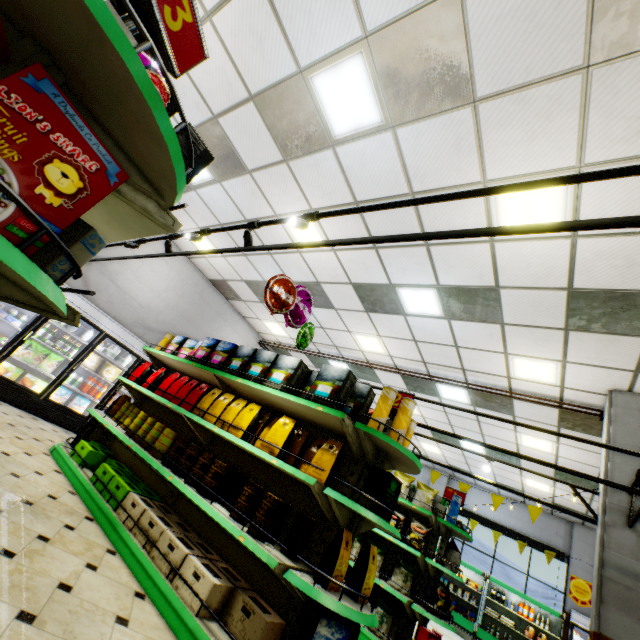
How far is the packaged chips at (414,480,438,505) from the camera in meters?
5.5 m

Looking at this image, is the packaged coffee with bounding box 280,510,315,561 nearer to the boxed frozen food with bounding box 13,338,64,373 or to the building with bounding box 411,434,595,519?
the building with bounding box 411,434,595,519

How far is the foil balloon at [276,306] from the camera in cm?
465

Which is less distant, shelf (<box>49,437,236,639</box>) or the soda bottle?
shelf (<box>49,437,236,639</box>)

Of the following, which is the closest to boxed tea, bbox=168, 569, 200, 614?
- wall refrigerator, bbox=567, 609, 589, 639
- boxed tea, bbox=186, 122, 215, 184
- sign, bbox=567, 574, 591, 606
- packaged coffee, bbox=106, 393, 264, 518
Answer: packaged coffee, bbox=106, 393, 264, 518

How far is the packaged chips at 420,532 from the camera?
4.98m

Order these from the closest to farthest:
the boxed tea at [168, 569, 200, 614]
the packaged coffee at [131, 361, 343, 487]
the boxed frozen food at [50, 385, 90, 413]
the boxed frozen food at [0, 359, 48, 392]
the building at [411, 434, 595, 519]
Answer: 1. the boxed tea at [168, 569, 200, 614]
2. the packaged coffee at [131, 361, 343, 487]
3. the boxed frozen food at [0, 359, 48, 392]
4. the boxed frozen food at [50, 385, 90, 413]
5. the building at [411, 434, 595, 519]

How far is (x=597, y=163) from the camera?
3.1 meters
